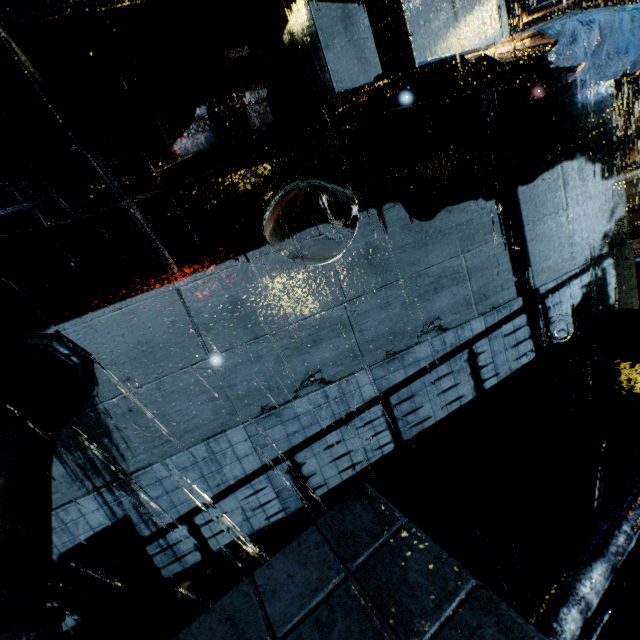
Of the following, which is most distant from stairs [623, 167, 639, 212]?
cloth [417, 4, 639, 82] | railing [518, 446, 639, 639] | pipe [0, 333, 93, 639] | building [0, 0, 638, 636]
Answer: pipe [0, 333, 93, 639]

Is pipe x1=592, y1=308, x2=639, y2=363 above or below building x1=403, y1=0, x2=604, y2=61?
below

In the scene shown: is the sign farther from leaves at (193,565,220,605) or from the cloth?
leaves at (193,565,220,605)

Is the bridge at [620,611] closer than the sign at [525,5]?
Yes

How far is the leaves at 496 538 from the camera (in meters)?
3.84

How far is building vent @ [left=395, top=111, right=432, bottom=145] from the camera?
3.9m

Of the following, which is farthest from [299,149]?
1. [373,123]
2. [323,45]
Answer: [323,45]

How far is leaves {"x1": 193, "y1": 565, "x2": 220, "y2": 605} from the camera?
4.58m
